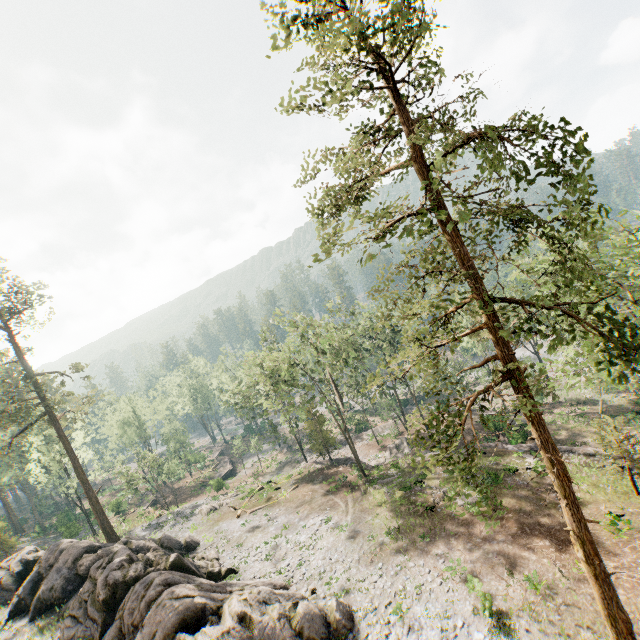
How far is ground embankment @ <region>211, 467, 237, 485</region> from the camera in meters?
47.6

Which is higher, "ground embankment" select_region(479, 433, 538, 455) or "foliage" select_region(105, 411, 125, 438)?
"foliage" select_region(105, 411, 125, 438)

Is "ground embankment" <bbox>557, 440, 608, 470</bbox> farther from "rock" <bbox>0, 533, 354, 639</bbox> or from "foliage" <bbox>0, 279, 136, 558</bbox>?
"rock" <bbox>0, 533, 354, 639</bbox>

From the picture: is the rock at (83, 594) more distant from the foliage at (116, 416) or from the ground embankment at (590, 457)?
the ground embankment at (590, 457)

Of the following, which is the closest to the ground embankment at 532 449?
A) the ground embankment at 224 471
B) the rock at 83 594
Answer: the rock at 83 594

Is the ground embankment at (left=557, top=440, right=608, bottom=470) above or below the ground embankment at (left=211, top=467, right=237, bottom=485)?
above

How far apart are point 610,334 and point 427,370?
8.4m

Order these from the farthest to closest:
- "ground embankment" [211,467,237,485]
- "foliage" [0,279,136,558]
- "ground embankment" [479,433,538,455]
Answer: "ground embankment" [211,467,237,485], "foliage" [0,279,136,558], "ground embankment" [479,433,538,455]
